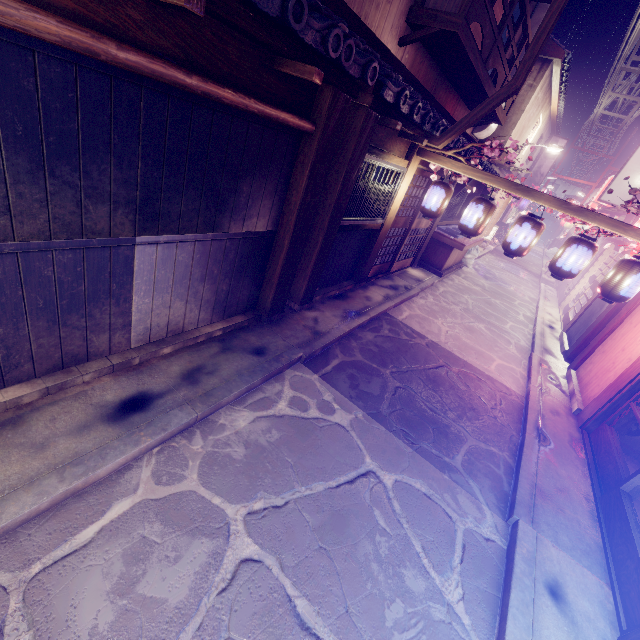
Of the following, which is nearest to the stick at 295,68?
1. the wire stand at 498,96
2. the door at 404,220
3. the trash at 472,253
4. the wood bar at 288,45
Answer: the wood bar at 288,45

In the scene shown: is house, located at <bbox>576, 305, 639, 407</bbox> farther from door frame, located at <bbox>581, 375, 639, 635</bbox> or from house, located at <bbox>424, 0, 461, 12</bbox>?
house, located at <bbox>424, 0, 461, 12</bbox>

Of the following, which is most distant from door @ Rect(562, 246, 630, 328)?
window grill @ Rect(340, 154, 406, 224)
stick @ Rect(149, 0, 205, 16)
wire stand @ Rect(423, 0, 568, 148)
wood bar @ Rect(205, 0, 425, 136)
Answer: stick @ Rect(149, 0, 205, 16)

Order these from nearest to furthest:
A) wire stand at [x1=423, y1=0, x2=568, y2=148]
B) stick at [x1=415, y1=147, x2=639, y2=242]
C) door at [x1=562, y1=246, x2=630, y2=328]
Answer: wire stand at [x1=423, y1=0, x2=568, y2=148]
stick at [x1=415, y1=147, x2=639, y2=242]
door at [x1=562, y1=246, x2=630, y2=328]

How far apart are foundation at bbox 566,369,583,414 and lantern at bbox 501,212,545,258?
5.42m

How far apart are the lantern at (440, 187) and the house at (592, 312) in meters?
9.1 m

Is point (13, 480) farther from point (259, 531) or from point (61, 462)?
point (259, 531)

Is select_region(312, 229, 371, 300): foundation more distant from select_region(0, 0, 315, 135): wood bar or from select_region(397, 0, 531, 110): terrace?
select_region(397, 0, 531, 110): terrace
